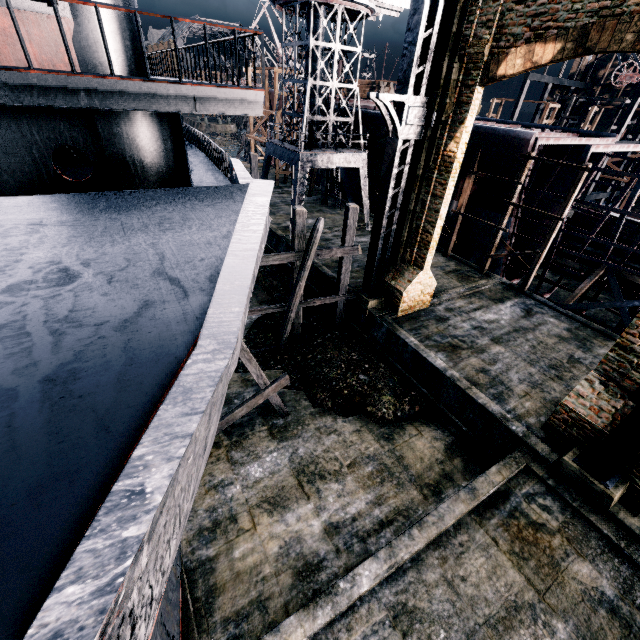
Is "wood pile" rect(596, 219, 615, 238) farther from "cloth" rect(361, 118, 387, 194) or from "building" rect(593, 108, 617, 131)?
"building" rect(593, 108, 617, 131)

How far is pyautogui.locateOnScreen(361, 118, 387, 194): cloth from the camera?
25.47m

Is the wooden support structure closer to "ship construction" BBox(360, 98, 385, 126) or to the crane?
"ship construction" BBox(360, 98, 385, 126)

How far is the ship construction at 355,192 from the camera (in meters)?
31.73

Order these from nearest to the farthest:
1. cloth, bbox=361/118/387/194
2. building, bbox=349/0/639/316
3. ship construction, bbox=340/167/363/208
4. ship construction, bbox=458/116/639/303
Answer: building, bbox=349/0/639/316, ship construction, bbox=458/116/639/303, cloth, bbox=361/118/387/194, ship construction, bbox=340/167/363/208

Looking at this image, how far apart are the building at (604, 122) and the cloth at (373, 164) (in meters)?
47.10

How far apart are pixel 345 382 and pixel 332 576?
7.5m

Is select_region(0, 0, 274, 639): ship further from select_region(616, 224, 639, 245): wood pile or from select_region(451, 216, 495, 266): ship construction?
select_region(616, 224, 639, 245): wood pile
